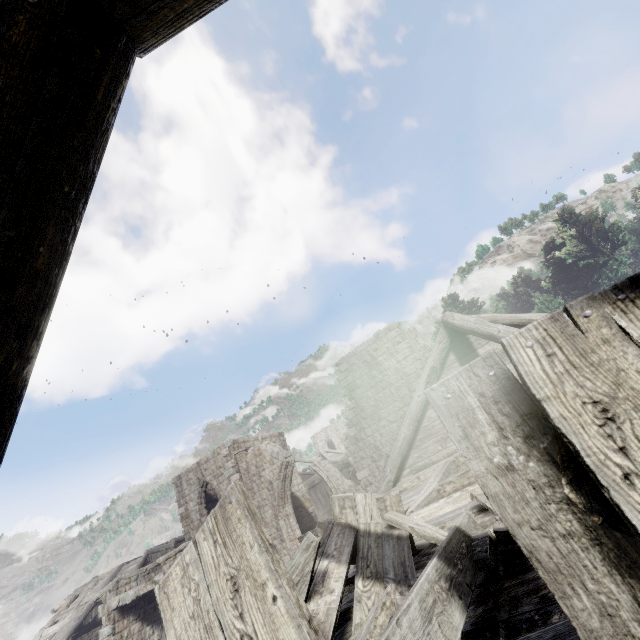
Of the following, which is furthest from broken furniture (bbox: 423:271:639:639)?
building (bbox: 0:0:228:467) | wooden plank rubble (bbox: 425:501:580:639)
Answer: building (bbox: 0:0:228:467)

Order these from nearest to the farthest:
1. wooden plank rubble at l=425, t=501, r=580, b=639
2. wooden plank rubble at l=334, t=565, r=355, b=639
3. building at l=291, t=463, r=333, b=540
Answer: wooden plank rubble at l=425, t=501, r=580, b=639
wooden plank rubble at l=334, t=565, r=355, b=639
building at l=291, t=463, r=333, b=540

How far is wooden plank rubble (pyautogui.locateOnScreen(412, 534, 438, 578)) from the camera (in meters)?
2.20

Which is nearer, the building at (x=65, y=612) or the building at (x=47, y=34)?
the building at (x=47, y=34)

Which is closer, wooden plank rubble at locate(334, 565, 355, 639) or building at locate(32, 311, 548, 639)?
wooden plank rubble at locate(334, 565, 355, 639)

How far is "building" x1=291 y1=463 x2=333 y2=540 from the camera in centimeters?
2152cm

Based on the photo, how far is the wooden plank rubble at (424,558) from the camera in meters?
2.2

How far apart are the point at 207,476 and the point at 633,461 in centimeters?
2419cm
